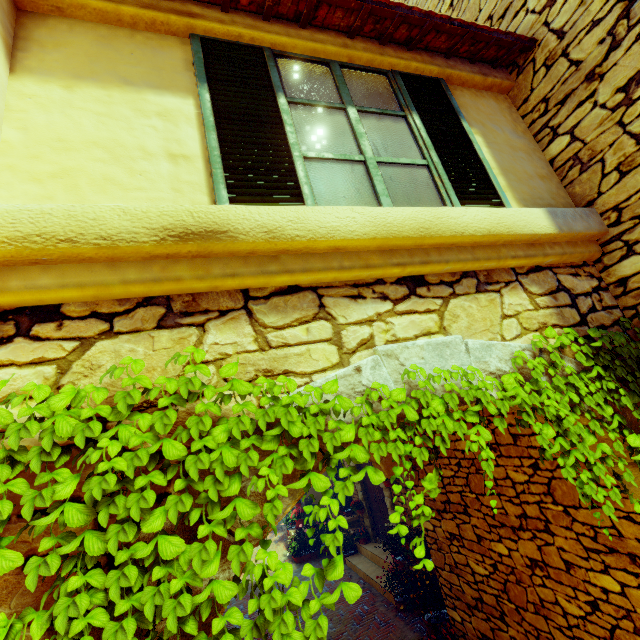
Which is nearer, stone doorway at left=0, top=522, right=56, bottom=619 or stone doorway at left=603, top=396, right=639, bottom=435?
stone doorway at left=0, top=522, right=56, bottom=619

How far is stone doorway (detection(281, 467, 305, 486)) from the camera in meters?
1.4 m

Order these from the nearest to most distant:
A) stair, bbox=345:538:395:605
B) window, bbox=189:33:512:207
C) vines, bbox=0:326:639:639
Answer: vines, bbox=0:326:639:639
window, bbox=189:33:512:207
stair, bbox=345:538:395:605

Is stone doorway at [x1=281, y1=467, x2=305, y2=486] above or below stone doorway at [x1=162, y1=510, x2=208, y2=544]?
above

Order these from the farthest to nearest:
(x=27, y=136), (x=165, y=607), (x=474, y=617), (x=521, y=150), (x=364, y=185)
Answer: (x=474, y=617) < (x=521, y=150) < (x=364, y=185) < (x=27, y=136) < (x=165, y=607)

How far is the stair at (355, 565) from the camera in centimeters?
748cm

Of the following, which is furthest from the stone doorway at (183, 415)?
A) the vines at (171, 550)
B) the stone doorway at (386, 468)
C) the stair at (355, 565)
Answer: the stair at (355, 565)

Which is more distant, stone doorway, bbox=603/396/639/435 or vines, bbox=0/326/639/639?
stone doorway, bbox=603/396/639/435
